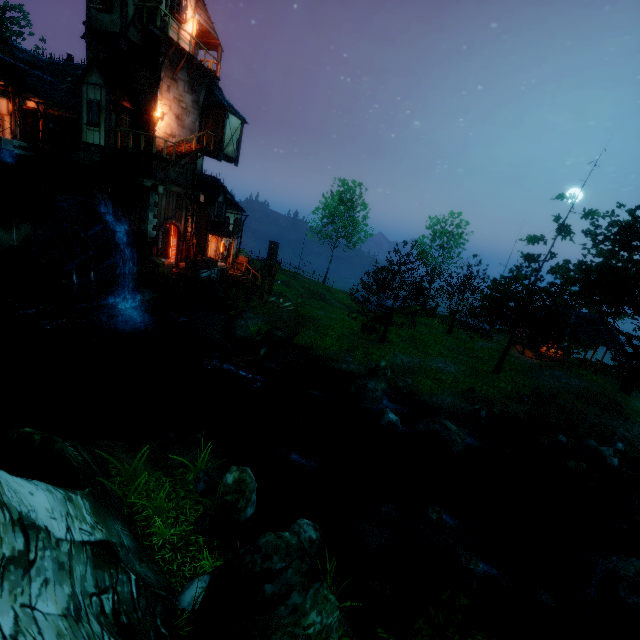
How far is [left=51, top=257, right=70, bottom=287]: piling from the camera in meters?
16.9 m

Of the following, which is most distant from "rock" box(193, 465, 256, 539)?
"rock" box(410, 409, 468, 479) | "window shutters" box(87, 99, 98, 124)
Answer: "window shutters" box(87, 99, 98, 124)

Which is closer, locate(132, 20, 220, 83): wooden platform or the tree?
locate(132, 20, 220, 83): wooden platform

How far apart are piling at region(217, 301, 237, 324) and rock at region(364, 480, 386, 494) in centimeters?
1289cm

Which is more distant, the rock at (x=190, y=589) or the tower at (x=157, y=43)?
the tower at (x=157, y=43)

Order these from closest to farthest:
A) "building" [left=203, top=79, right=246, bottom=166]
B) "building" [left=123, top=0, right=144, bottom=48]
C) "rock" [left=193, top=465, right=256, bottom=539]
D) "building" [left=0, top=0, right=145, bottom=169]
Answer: "rock" [left=193, top=465, right=256, bottom=539], "building" [left=123, top=0, right=144, bottom=48], "building" [left=0, top=0, right=145, bottom=169], "building" [left=203, top=79, right=246, bottom=166]

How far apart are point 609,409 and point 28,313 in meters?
33.9 m

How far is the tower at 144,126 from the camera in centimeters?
1892cm
